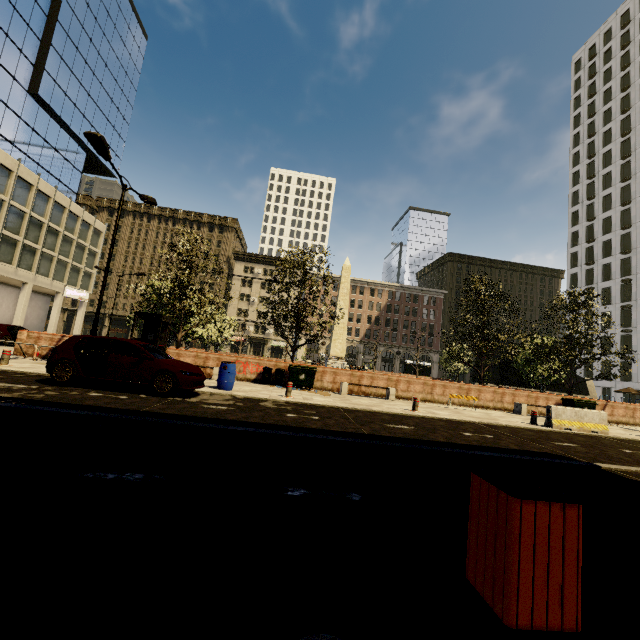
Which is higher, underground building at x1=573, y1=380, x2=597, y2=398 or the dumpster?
underground building at x1=573, y1=380, x2=597, y2=398

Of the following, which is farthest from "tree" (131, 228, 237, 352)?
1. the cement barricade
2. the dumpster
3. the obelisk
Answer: the cement barricade

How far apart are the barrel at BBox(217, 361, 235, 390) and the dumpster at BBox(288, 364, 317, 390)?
3.65m

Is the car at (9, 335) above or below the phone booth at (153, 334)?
below

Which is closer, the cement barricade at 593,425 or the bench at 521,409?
the cement barricade at 593,425

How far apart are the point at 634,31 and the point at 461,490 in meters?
85.6 m

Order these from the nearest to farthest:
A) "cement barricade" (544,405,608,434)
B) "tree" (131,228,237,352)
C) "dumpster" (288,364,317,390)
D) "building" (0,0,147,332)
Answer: "cement barricade" (544,405,608,434) < "dumpster" (288,364,317,390) < "tree" (131,228,237,352) < "building" (0,0,147,332)

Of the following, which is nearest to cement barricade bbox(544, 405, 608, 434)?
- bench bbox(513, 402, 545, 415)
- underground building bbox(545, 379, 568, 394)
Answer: bench bbox(513, 402, 545, 415)
